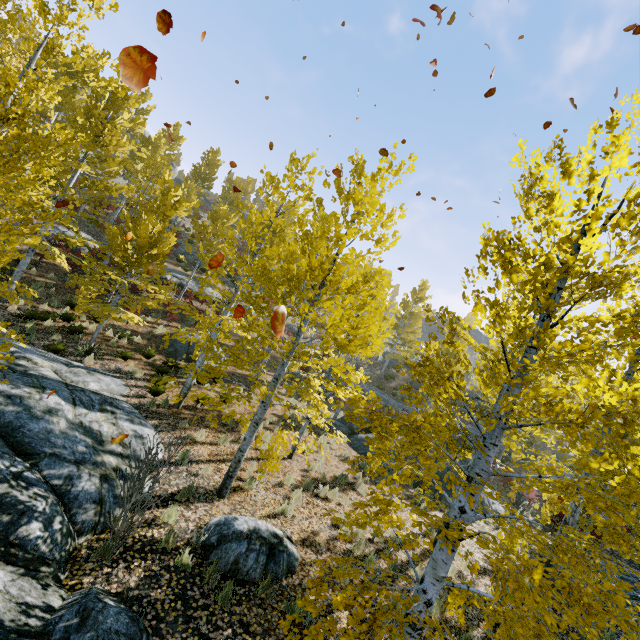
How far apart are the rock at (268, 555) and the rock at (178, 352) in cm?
1067

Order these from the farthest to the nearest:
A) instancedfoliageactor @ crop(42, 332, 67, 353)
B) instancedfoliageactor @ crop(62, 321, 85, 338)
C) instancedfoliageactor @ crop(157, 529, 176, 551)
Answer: instancedfoliageactor @ crop(62, 321, 85, 338) < instancedfoliageactor @ crop(42, 332, 67, 353) < instancedfoliageactor @ crop(157, 529, 176, 551)

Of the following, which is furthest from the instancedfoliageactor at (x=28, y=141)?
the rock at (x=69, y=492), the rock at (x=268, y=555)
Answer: the rock at (x=268, y=555)

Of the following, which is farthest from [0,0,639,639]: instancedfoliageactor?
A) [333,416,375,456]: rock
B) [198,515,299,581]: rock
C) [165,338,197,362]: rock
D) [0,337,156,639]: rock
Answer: [165,338,197,362]: rock

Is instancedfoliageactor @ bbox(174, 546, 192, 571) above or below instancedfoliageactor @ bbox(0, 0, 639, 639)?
below

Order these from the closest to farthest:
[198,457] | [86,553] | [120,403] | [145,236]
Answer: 1. [86,553]
2. [198,457]
3. [120,403]
4. [145,236]

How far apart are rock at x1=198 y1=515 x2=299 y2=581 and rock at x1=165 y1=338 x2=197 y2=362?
10.67m
